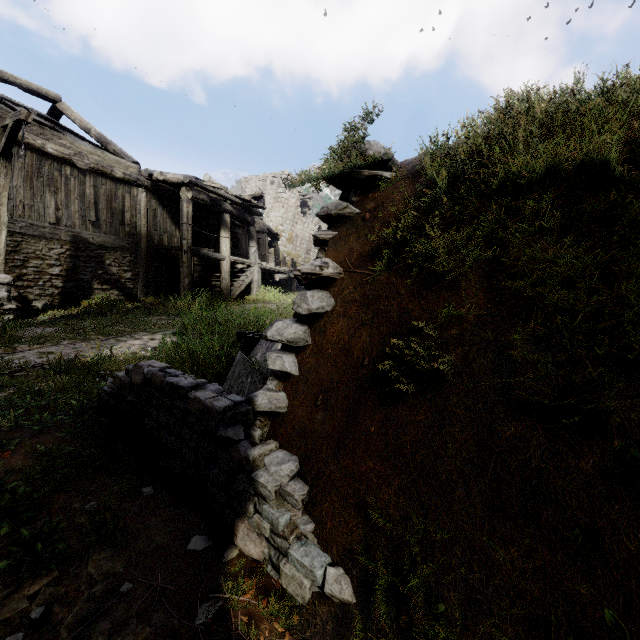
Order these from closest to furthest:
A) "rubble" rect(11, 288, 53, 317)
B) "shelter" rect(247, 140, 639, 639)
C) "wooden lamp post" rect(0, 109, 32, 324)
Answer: "shelter" rect(247, 140, 639, 639) < "wooden lamp post" rect(0, 109, 32, 324) < "rubble" rect(11, 288, 53, 317)

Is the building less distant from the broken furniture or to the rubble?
the rubble

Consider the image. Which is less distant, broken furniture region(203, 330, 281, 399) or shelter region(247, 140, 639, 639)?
shelter region(247, 140, 639, 639)

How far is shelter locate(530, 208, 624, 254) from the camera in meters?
1.5 m

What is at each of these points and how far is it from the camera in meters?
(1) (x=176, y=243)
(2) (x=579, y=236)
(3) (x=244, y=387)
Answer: (1) building, 14.3
(2) shelter, 1.6
(3) broken furniture, 4.1

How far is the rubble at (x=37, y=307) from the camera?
8.5 meters

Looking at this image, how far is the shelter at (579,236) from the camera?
1.5m

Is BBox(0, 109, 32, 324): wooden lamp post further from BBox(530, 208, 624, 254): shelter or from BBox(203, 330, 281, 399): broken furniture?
BBox(203, 330, 281, 399): broken furniture
